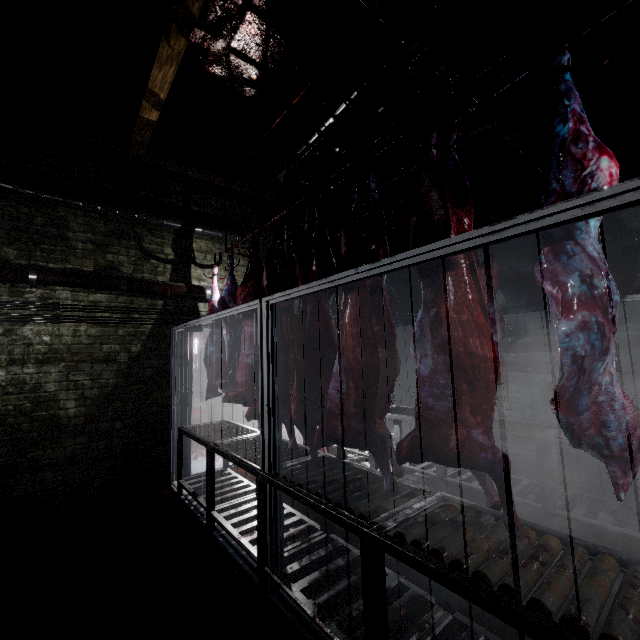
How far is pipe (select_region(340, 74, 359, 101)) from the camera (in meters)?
3.05

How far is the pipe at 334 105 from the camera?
3.25m

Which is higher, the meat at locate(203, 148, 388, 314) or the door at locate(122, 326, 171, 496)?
the meat at locate(203, 148, 388, 314)

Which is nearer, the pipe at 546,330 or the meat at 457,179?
the meat at 457,179

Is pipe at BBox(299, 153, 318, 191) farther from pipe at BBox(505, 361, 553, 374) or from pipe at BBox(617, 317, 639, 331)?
pipe at BBox(505, 361, 553, 374)

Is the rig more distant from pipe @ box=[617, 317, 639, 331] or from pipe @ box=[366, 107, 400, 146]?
pipe @ box=[617, 317, 639, 331]

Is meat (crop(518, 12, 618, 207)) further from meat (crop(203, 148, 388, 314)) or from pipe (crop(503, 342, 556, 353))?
pipe (crop(503, 342, 556, 353))

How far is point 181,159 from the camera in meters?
4.4 m
